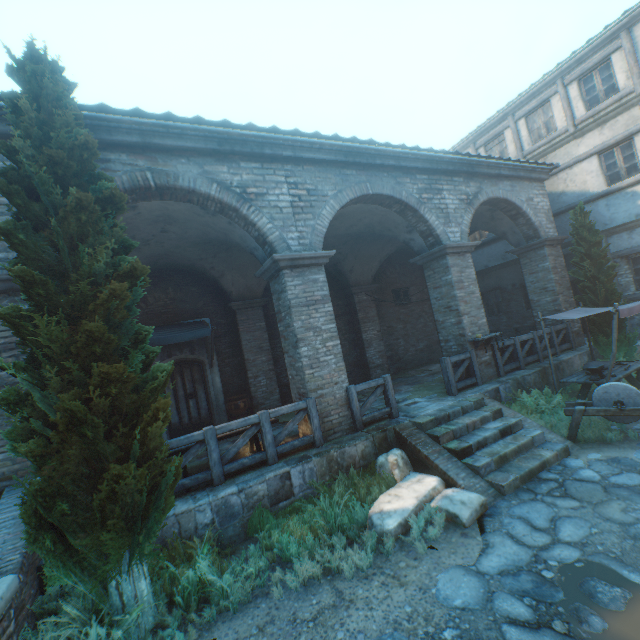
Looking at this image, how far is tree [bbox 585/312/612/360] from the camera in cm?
1020

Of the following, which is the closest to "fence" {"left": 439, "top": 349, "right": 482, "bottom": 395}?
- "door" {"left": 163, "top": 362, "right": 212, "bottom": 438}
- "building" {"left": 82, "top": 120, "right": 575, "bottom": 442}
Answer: "door" {"left": 163, "top": 362, "right": 212, "bottom": 438}

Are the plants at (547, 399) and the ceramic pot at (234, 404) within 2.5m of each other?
no

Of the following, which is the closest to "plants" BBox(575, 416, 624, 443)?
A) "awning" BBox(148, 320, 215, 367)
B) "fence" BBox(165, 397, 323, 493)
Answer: "fence" BBox(165, 397, 323, 493)

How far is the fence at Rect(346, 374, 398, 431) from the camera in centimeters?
695cm

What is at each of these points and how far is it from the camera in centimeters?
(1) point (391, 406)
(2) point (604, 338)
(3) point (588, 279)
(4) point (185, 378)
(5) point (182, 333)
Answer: (1) fence, 737cm
(2) tree, 1031cm
(3) tree, 1045cm
(4) door, 1050cm
(5) awning, 920cm

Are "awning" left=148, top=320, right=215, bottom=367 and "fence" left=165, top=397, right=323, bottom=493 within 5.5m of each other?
yes

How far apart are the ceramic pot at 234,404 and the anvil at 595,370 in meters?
9.4 m
